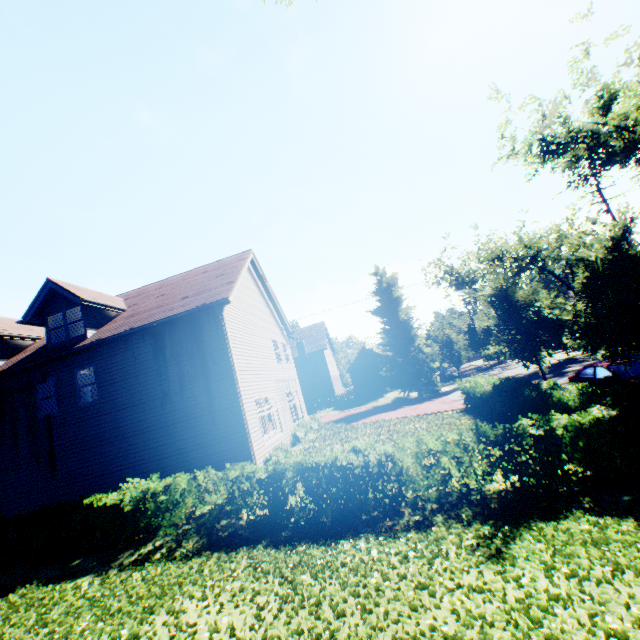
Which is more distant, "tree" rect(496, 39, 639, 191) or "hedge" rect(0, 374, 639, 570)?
"tree" rect(496, 39, 639, 191)

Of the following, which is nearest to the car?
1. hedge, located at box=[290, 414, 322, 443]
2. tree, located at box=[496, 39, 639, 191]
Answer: tree, located at box=[496, 39, 639, 191]

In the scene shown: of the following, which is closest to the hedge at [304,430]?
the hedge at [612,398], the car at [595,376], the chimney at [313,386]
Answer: the hedge at [612,398]

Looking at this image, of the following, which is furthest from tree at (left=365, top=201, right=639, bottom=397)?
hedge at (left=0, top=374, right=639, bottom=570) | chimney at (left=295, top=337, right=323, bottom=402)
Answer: chimney at (left=295, top=337, right=323, bottom=402)

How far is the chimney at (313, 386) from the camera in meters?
39.2 m

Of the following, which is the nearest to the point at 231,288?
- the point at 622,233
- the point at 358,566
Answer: the point at 358,566

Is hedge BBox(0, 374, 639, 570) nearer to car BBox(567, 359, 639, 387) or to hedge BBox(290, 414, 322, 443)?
car BBox(567, 359, 639, 387)

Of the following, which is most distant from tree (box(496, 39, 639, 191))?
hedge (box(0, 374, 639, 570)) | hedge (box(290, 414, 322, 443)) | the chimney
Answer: hedge (box(290, 414, 322, 443))
